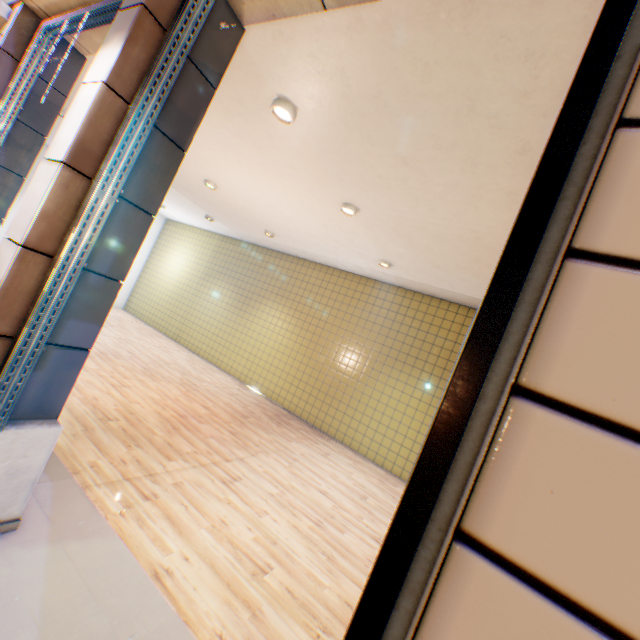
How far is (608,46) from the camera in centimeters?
92cm

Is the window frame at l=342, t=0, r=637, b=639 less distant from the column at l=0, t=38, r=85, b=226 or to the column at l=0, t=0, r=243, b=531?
the column at l=0, t=0, r=243, b=531

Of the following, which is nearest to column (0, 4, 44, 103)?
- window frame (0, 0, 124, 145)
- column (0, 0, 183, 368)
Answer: window frame (0, 0, 124, 145)

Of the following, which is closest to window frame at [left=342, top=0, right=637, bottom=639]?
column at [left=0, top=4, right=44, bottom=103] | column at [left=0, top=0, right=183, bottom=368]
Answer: column at [left=0, top=0, right=183, bottom=368]

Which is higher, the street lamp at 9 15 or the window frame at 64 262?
the street lamp at 9 15

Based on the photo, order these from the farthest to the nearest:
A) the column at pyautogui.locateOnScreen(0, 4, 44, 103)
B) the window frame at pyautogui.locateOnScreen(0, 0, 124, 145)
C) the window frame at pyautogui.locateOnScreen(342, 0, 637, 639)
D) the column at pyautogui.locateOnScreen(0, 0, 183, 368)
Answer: the column at pyautogui.locateOnScreen(0, 4, 44, 103), the window frame at pyautogui.locateOnScreen(0, 0, 124, 145), the column at pyautogui.locateOnScreen(0, 0, 183, 368), the window frame at pyautogui.locateOnScreen(342, 0, 637, 639)

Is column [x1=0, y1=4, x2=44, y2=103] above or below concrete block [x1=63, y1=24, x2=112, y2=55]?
below

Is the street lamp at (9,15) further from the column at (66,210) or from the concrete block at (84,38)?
the column at (66,210)
